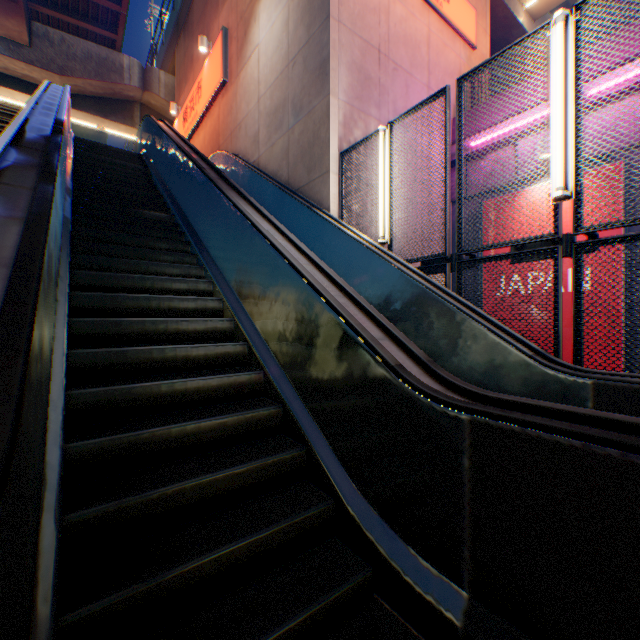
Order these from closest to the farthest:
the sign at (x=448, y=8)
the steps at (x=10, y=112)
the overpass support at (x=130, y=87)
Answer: the steps at (x=10, y=112), the sign at (x=448, y=8), the overpass support at (x=130, y=87)

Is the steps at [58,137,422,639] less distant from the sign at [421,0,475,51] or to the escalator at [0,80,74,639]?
the escalator at [0,80,74,639]

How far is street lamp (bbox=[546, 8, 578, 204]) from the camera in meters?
3.3

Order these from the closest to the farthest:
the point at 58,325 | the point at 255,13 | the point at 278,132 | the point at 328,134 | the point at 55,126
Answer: the point at 58,325, the point at 55,126, the point at 328,134, the point at 278,132, the point at 255,13

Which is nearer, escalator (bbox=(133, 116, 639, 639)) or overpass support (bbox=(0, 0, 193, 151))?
escalator (bbox=(133, 116, 639, 639))

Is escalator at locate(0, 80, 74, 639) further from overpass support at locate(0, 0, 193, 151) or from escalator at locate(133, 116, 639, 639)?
overpass support at locate(0, 0, 193, 151)

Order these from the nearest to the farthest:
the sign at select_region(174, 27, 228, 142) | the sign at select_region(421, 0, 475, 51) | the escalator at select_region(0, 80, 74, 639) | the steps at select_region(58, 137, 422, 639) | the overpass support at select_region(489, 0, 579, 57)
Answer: the escalator at select_region(0, 80, 74, 639) < the steps at select_region(58, 137, 422, 639) < the sign at select_region(421, 0, 475, 51) < the sign at select_region(174, 27, 228, 142) < the overpass support at select_region(489, 0, 579, 57)

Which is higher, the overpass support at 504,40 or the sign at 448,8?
the overpass support at 504,40
